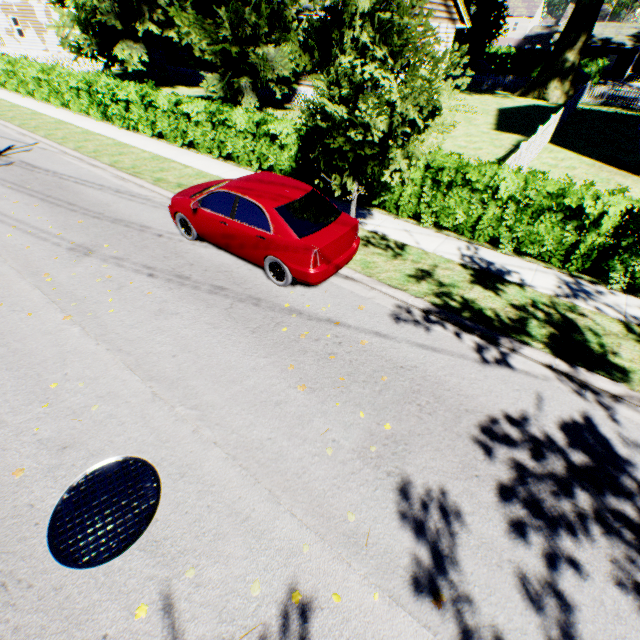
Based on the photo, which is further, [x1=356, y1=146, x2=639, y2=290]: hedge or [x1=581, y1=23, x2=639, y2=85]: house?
[x1=581, y1=23, x2=639, y2=85]: house

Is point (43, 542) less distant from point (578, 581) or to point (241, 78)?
point (578, 581)

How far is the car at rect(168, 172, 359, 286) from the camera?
6.1m

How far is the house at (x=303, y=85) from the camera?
20.5m

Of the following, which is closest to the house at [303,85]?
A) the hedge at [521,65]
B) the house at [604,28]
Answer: the hedge at [521,65]

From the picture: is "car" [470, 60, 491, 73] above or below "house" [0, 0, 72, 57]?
below

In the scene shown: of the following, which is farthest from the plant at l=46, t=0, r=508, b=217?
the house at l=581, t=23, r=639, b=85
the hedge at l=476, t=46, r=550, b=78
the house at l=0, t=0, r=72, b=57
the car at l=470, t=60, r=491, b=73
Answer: the car at l=470, t=60, r=491, b=73

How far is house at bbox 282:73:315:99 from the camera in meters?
20.5
